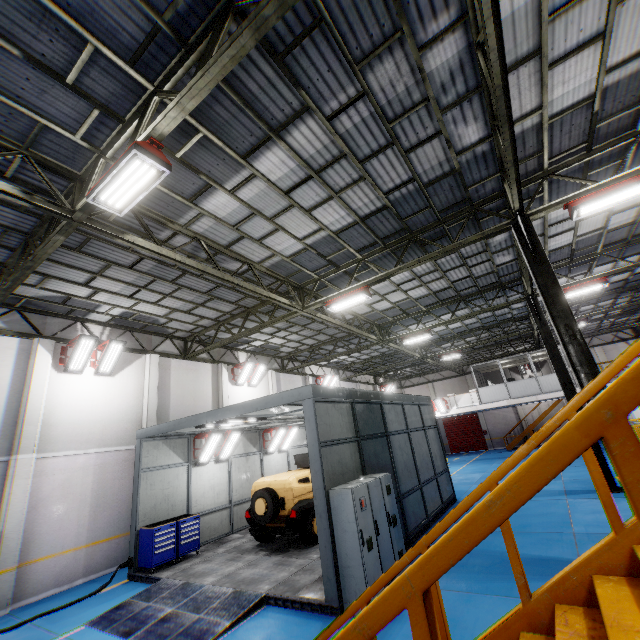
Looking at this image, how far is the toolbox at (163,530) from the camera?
10.0m

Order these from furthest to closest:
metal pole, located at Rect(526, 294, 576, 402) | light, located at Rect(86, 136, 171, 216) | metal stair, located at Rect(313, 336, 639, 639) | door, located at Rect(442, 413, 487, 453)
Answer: door, located at Rect(442, 413, 487, 453), metal pole, located at Rect(526, 294, 576, 402), light, located at Rect(86, 136, 171, 216), metal stair, located at Rect(313, 336, 639, 639)

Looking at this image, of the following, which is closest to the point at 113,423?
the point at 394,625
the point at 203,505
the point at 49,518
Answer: the point at 49,518

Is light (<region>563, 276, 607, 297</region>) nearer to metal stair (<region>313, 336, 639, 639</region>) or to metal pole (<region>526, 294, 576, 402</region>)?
metal pole (<region>526, 294, 576, 402</region>)

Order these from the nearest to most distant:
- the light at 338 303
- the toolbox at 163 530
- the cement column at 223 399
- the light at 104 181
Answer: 1. the light at 104 181
2. the toolbox at 163 530
3. the light at 338 303
4. the cement column at 223 399

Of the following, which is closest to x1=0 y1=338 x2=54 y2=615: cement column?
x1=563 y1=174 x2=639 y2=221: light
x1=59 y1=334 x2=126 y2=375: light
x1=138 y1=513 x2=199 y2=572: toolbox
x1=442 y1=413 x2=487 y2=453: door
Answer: x1=59 y1=334 x2=126 y2=375: light

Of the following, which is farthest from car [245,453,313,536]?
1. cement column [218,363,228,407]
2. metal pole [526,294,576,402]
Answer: metal pole [526,294,576,402]

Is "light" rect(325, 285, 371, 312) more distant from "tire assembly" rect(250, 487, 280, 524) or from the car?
"tire assembly" rect(250, 487, 280, 524)
